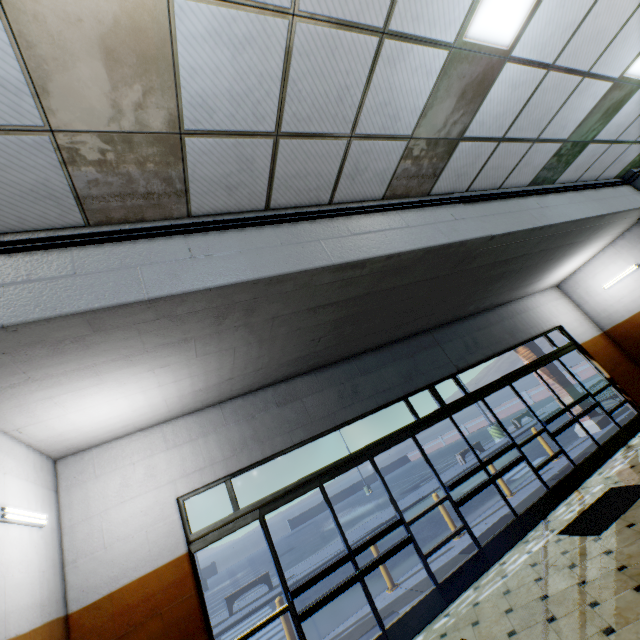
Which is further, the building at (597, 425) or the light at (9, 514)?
the building at (597, 425)

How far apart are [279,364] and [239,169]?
2.9m

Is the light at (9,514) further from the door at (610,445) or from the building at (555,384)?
the door at (610,445)

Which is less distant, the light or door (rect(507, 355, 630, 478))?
the light

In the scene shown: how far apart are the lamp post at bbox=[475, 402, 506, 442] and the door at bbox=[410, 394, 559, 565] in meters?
15.0

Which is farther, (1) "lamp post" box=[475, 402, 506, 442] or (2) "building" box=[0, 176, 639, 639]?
(1) "lamp post" box=[475, 402, 506, 442]

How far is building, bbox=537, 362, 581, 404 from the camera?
10.0 meters

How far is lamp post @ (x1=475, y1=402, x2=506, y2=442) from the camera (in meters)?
19.11
